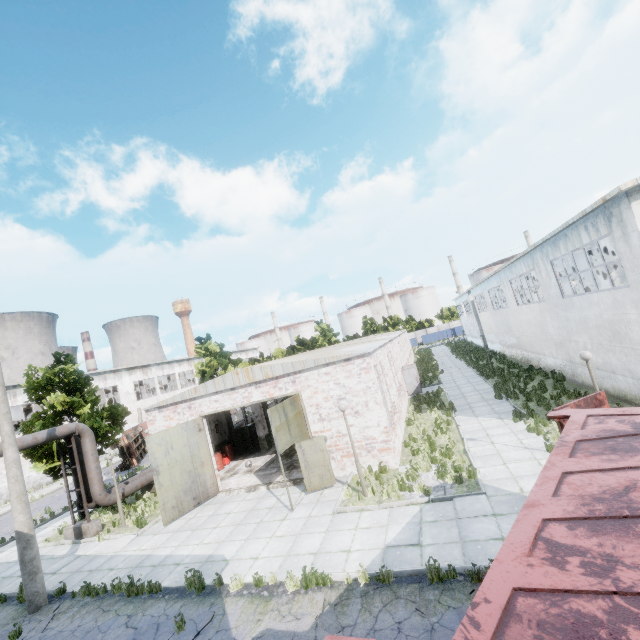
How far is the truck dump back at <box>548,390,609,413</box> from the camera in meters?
6.9

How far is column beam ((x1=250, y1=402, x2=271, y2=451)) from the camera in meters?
21.3 m

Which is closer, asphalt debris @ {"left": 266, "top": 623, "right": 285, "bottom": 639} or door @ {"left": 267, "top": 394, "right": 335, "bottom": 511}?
asphalt debris @ {"left": 266, "top": 623, "right": 285, "bottom": 639}

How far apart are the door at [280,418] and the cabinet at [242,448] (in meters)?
9.35

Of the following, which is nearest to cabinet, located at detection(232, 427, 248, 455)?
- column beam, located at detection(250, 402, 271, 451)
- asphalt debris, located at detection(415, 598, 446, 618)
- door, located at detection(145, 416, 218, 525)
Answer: column beam, located at detection(250, 402, 271, 451)

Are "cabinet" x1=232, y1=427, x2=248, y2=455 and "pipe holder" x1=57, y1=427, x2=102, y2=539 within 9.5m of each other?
yes

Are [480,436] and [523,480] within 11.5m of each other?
yes

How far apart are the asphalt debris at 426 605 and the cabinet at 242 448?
17.3 meters
